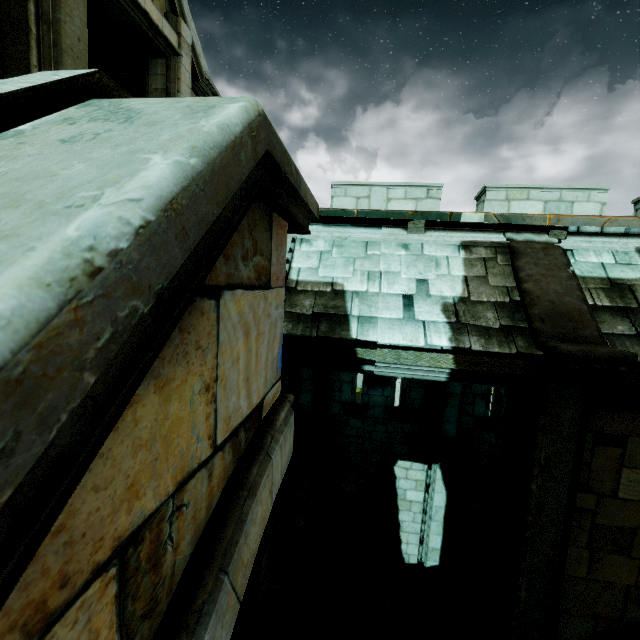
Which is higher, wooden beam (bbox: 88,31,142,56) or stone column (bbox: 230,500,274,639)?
wooden beam (bbox: 88,31,142,56)

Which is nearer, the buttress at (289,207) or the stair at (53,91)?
the buttress at (289,207)

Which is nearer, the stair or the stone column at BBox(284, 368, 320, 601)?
the stair

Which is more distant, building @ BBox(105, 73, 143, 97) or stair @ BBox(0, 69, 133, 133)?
building @ BBox(105, 73, 143, 97)

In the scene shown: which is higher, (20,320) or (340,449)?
(20,320)

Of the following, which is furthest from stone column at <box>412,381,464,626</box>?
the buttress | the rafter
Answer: the rafter

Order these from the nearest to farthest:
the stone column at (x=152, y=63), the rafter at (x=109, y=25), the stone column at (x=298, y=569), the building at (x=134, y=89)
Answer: the rafter at (x=109, y=25), the stone column at (x=152, y=63), the stone column at (x=298, y=569), the building at (x=134, y=89)

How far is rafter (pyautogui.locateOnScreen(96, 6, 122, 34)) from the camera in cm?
662
